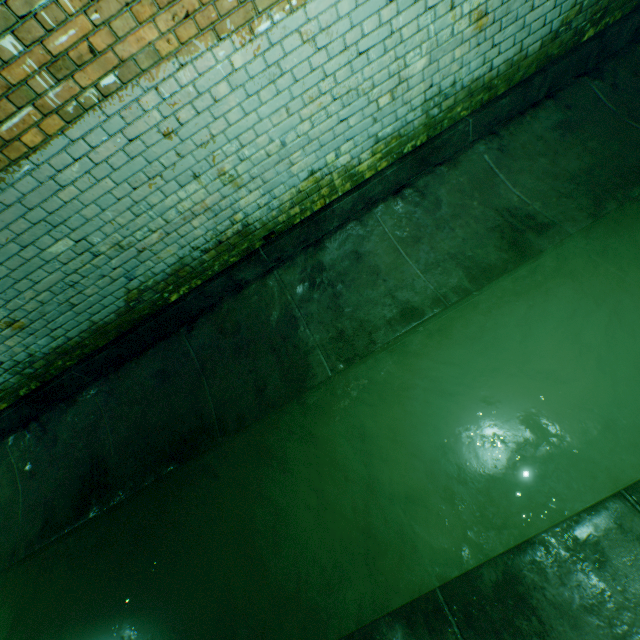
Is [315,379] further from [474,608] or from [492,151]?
[492,151]
